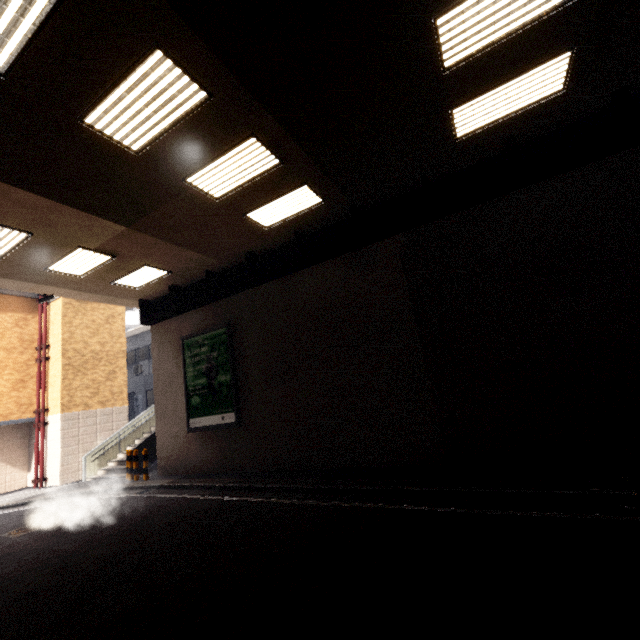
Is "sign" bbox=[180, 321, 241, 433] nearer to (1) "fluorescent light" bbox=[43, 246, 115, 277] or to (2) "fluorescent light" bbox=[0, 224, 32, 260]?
(1) "fluorescent light" bbox=[43, 246, 115, 277]

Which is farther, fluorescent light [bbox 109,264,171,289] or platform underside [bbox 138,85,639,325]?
fluorescent light [bbox 109,264,171,289]

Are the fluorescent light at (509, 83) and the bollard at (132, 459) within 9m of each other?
no

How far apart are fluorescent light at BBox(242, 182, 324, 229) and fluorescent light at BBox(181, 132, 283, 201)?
0.9 meters

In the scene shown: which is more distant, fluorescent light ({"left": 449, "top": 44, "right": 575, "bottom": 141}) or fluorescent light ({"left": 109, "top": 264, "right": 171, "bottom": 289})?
fluorescent light ({"left": 109, "top": 264, "right": 171, "bottom": 289})

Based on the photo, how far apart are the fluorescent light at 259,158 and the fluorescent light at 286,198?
0.92m

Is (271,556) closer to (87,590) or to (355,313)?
(87,590)

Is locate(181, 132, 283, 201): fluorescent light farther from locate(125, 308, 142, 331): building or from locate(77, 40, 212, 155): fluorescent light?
locate(125, 308, 142, 331): building
